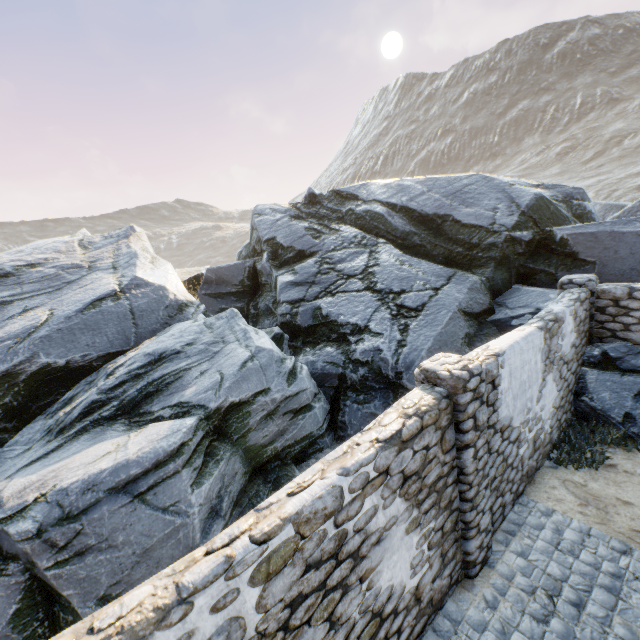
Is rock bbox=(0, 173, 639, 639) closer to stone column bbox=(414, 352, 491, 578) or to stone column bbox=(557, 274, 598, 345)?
stone column bbox=(557, 274, 598, 345)

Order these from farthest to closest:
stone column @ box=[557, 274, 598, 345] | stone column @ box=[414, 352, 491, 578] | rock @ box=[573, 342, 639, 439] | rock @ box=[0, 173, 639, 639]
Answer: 1. stone column @ box=[557, 274, 598, 345]
2. rock @ box=[573, 342, 639, 439]
3. rock @ box=[0, 173, 639, 639]
4. stone column @ box=[414, 352, 491, 578]

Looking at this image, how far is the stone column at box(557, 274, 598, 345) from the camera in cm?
753

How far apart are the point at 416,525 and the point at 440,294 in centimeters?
615cm

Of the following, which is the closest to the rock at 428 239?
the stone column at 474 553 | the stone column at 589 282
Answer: the stone column at 589 282

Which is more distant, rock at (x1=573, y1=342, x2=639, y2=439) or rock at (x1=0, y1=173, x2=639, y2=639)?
rock at (x1=573, y1=342, x2=639, y2=439)
